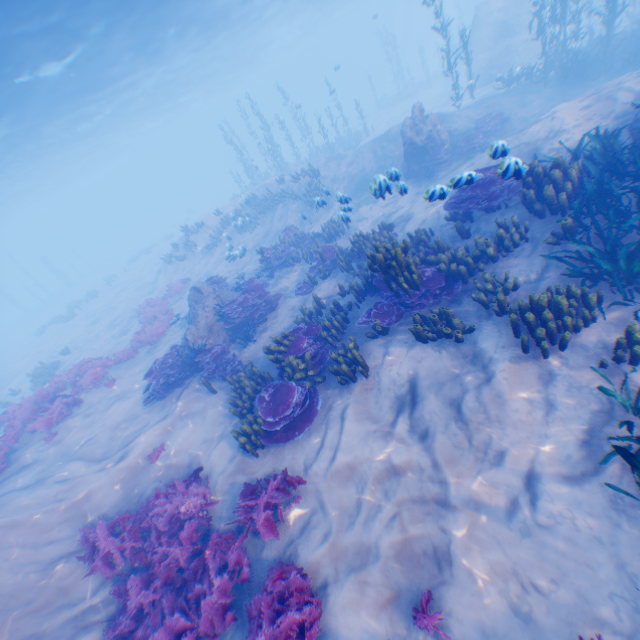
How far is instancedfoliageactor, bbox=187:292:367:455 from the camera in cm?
737

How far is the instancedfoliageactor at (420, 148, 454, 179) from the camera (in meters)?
14.70

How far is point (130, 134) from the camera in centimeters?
4622cm

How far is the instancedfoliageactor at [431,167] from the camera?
14.70m

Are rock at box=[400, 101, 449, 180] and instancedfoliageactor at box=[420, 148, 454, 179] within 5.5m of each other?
yes

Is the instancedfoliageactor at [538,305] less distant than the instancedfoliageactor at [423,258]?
Yes

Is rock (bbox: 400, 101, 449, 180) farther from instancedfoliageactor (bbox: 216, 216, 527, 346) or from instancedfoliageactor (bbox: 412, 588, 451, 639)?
instancedfoliageactor (bbox: 412, 588, 451, 639)

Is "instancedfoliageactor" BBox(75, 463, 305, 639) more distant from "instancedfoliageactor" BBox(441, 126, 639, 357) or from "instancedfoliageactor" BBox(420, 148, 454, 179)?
"instancedfoliageactor" BBox(420, 148, 454, 179)
